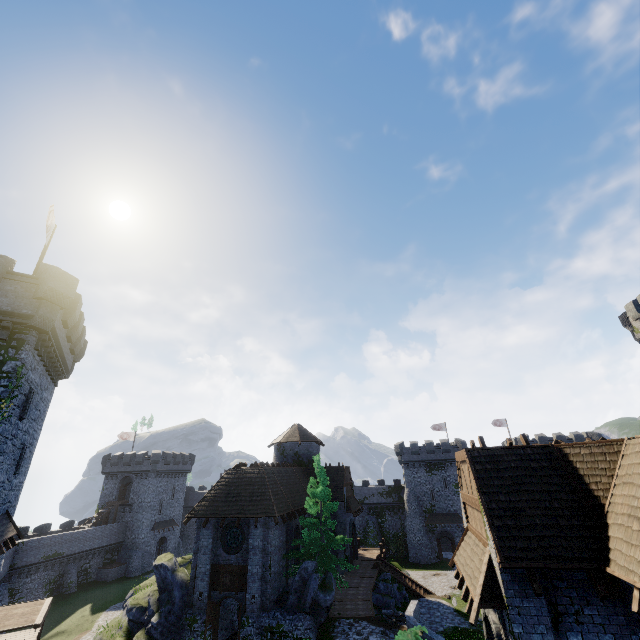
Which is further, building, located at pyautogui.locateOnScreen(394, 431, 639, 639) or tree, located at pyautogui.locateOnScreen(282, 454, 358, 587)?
tree, located at pyautogui.locateOnScreen(282, 454, 358, 587)

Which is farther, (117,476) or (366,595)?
(117,476)

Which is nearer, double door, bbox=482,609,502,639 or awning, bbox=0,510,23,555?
double door, bbox=482,609,502,639

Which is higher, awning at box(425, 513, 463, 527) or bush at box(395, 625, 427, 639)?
awning at box(425, 513, 463, 527)

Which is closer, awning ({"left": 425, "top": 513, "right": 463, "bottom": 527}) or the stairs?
the stairs

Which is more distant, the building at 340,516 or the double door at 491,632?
the building at 340,516

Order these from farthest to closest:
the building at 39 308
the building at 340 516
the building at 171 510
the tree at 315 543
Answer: the building at 171 510 < the building at 340 516 < the tree at 315 543 < the building at 39 308

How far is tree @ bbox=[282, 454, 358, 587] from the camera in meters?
22.5 m
